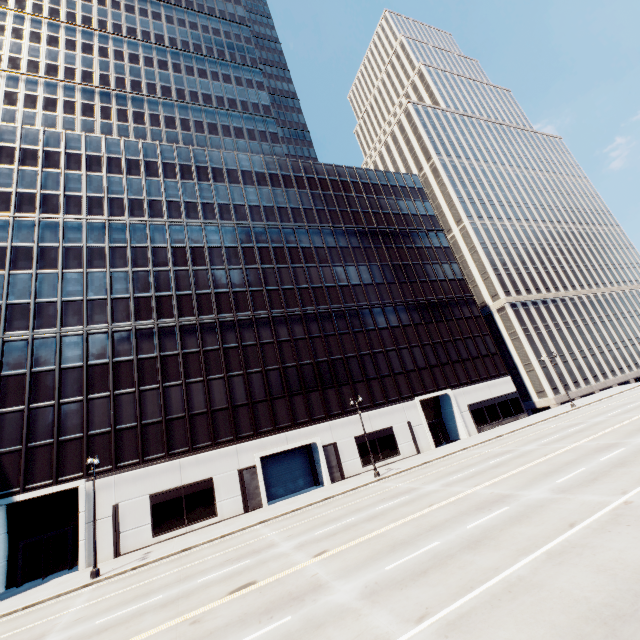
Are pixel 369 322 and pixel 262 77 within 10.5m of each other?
no
